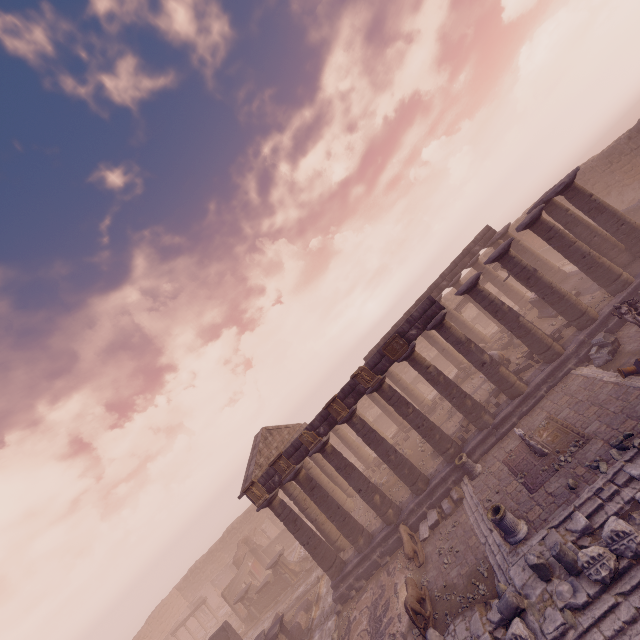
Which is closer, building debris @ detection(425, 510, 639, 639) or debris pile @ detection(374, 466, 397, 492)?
building debris @ detection(425, 510, 639, 639)

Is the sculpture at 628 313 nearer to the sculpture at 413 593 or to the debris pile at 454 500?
the debris pile at 454 500

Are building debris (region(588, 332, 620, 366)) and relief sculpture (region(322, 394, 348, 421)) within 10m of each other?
no

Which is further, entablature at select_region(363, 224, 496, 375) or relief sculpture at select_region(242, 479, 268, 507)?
relief sculpture at select_region(242, 479, 268, 507)

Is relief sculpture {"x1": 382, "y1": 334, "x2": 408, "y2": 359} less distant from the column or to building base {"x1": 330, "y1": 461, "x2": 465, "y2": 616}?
the column

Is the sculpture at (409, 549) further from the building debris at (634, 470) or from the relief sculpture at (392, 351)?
the relief sculpture at (392, 351)

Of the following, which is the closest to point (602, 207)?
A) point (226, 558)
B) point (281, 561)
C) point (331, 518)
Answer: point (331, 518)

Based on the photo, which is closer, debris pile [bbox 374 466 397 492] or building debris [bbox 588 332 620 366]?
building debris [bbox 588 332 620 366]
